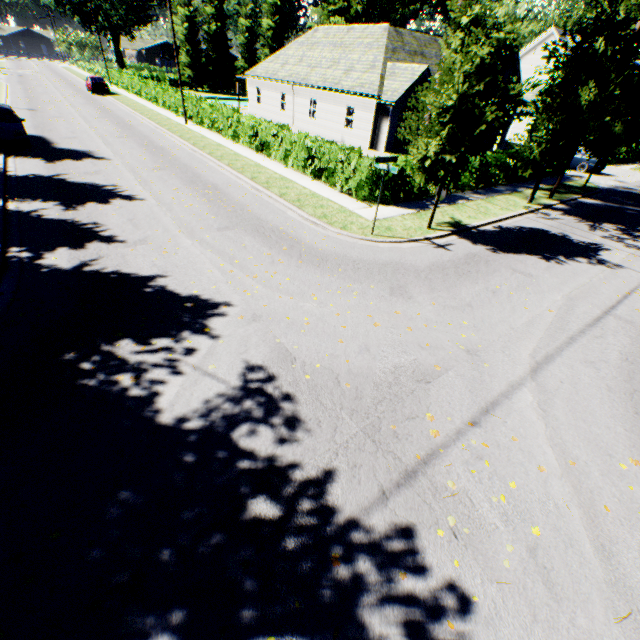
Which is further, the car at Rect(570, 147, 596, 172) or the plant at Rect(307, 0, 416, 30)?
the plant at Rect(307, 0, 416, 30)

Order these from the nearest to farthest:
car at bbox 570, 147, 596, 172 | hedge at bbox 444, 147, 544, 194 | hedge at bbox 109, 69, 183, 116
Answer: hedge at bbox 444, 147, 544, 194, car at bbox 570, 147, 596, 172, hedge at bbox 109, 69, 183, 116

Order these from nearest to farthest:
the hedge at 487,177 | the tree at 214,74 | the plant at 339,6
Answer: the hedge at 487,177, the tree at 214,74, the plant at 339,6

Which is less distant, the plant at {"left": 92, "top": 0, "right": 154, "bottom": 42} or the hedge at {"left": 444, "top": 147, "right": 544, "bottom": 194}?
the hedge at {"left": 444, "top": 147, "right": 544, "bottom": 194}

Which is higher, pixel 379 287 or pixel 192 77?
pixel 192 77

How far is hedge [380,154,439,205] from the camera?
13.2 meters

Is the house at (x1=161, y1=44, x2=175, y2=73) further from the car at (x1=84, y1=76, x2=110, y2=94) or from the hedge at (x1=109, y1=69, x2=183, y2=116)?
the car at (x1=84, y1=76, x2=110, y2=94)

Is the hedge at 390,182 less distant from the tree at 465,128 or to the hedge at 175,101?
the tree at 465,128
